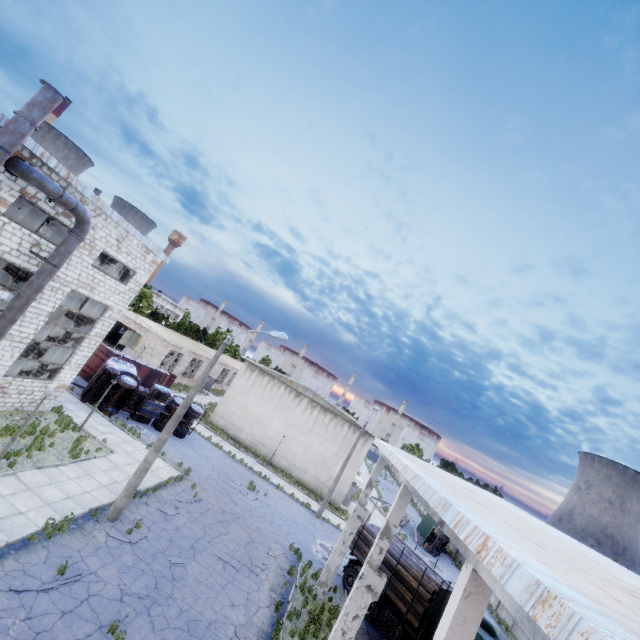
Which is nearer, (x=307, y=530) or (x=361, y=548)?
(x=361, y=548)

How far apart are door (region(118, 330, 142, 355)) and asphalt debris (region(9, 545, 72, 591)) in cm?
2985

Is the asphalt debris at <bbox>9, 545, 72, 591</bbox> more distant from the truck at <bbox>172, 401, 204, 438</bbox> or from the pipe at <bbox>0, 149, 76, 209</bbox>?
the truck at <bbox>172, 401, 204, 438</bbox>

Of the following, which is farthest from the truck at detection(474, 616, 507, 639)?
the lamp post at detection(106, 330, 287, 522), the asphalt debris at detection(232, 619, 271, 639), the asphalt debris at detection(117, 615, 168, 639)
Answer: the lamp post at detection(106, 330, 287, 522)

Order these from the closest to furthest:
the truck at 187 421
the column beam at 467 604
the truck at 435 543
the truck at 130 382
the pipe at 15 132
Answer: the column beam at 467 604
the pipe at 15 132
the truck at 130 382
the truck at 187 421
the truck at 435 543

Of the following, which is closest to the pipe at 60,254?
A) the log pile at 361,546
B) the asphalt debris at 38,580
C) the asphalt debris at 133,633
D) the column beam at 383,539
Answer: the asphalt debris at 38,580

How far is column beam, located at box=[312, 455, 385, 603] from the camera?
16.17m

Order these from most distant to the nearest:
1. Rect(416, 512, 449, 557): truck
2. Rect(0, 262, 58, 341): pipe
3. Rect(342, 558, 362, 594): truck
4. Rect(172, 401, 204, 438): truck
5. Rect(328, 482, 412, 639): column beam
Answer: Rect(416, 512, 449, 557): truck, Rect(172, 401, 204, 438): truck, Rect(342, 558, 362, 594): truck, Rect(0, 262, 58, 341): pipe, Rect(328, 482, 412, 639): column beam
